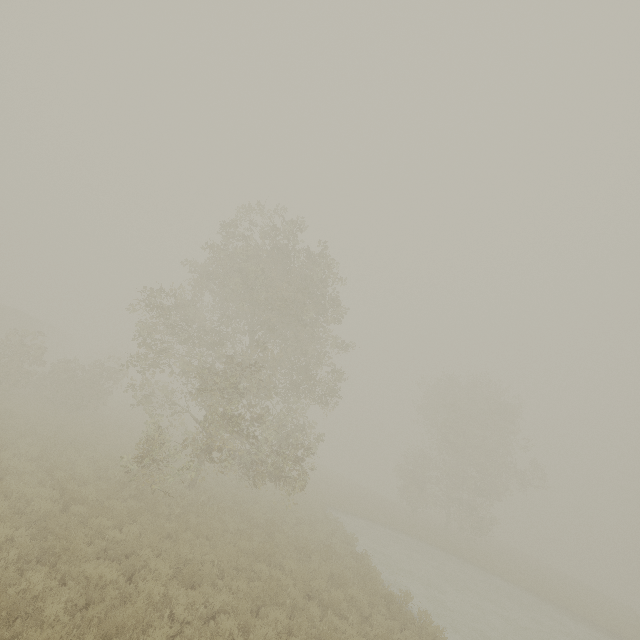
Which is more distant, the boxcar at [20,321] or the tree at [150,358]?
the boxcar at [20,321]

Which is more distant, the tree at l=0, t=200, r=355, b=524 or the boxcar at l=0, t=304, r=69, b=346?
the boxcar at l=0, t=304, r=69, b=346

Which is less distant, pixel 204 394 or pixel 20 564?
pixel 20 564
